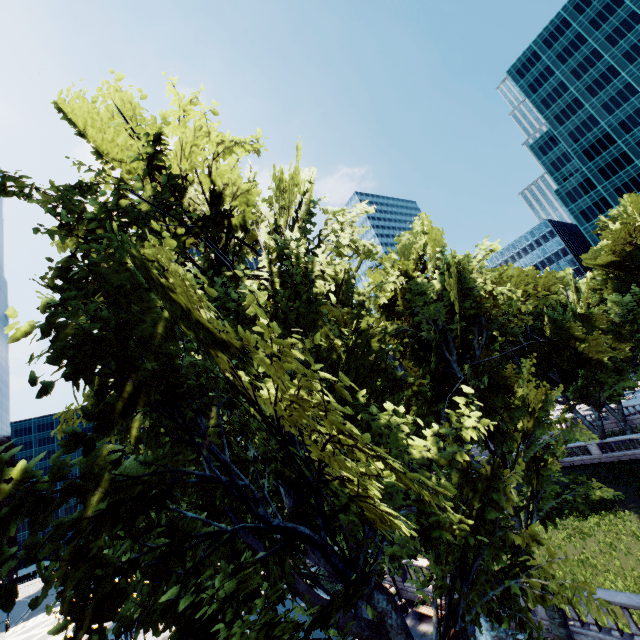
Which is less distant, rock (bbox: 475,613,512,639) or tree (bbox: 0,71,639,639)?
tree (bbox: 0,71,639,639)

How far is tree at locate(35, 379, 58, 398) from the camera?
4.5 meters

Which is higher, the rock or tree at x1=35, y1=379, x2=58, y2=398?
tree at x1=35, y1=379, x2=58, y2=398

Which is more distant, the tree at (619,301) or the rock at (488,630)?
the rock at (488,630)

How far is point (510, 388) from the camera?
18.03m
